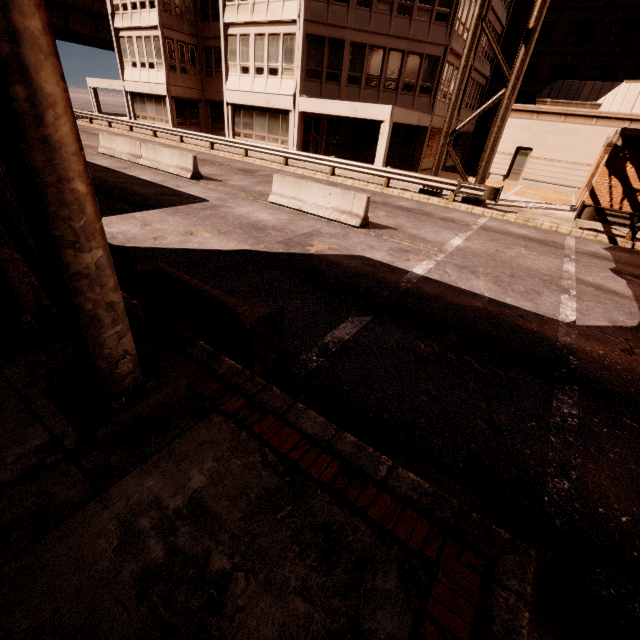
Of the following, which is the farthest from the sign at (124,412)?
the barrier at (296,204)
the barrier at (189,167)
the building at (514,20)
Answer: the building at (514,20)

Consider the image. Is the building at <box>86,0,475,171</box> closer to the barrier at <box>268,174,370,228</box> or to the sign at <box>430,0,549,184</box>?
the sign at <box>430,0,549,184</box>

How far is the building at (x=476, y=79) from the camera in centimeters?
2642cm

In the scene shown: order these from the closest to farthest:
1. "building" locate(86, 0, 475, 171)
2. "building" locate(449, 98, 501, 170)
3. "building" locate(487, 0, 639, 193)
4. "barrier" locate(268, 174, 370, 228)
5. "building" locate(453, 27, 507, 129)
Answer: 1. "barrier" locate(268, 174, 370, 228)
2. "building" locate(86, 0, 475, 171)
3. "building" locate(487, 0, 639, 193)
4. "building" locate(449, 98, 501, 170)
5. "building" locate(453, 27, 507, 129)

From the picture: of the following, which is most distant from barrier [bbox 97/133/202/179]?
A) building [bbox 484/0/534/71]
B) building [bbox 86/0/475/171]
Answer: building [bbox 484/0/534/71]

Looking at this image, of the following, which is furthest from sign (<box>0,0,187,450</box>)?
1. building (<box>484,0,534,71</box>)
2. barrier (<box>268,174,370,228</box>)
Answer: building (<box>484,0,534,71</box>)

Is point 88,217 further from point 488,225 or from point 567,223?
point 567,223

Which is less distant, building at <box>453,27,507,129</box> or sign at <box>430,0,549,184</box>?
sign at <box>430,0,549,184</box>
